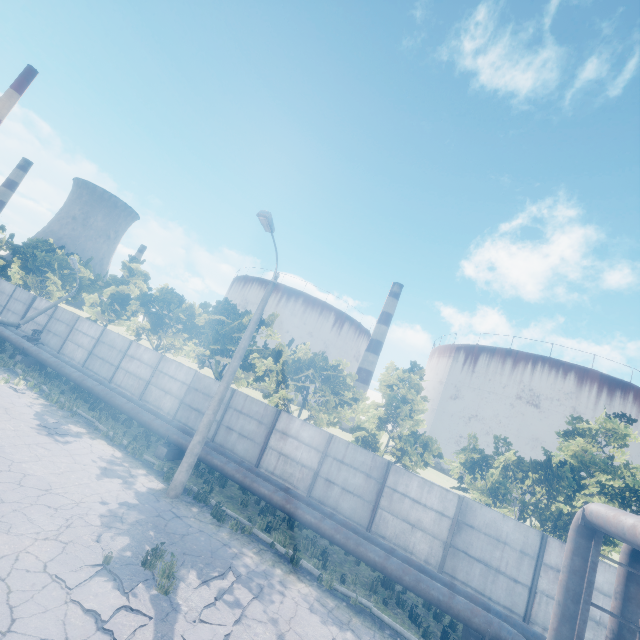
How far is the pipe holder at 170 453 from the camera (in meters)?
13.91

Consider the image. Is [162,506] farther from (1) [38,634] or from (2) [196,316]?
(2) [196,316]

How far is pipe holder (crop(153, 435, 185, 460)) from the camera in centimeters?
1391cm

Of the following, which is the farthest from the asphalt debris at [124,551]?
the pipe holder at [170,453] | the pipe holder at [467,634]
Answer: the pipe holder at [467,634]

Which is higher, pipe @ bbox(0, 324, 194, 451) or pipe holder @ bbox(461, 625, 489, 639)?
pipe @ bbox(0, 324, 194, 451)

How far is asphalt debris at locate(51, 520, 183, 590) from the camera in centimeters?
648cm

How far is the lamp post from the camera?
11.2m

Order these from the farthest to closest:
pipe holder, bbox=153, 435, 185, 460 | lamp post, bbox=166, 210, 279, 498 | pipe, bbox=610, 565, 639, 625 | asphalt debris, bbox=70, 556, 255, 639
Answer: pipe holder, bbox=153, 435, 185, 460
lamp post, bbox=166, 210, 279, 498
pipe, bbox=610, 565, 639, 625
asphalt debris, bbox=70, 556, 255, 639
